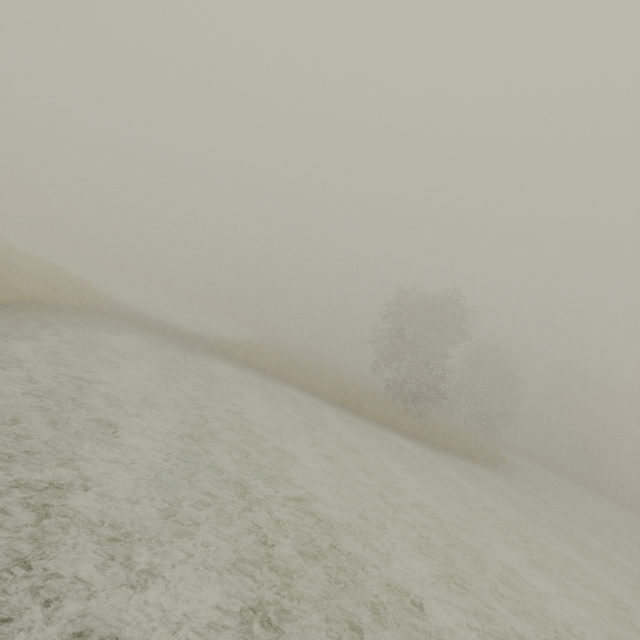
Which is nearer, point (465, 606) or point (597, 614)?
point (465, 606)
